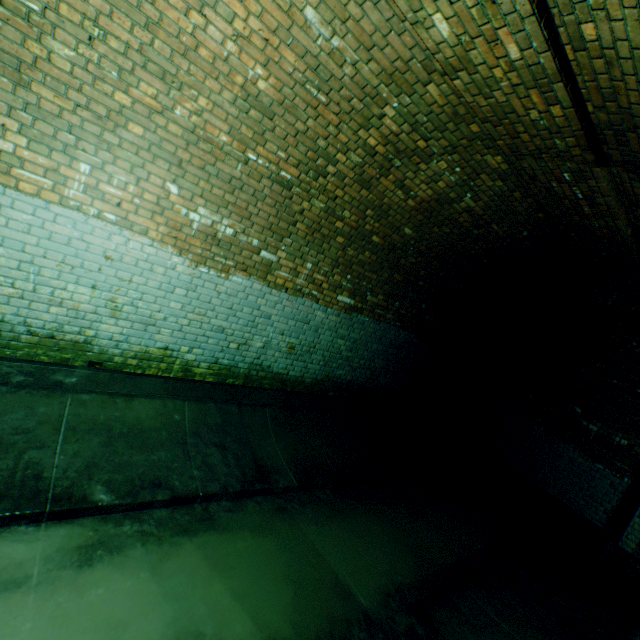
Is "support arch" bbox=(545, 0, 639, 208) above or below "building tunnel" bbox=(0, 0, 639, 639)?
above

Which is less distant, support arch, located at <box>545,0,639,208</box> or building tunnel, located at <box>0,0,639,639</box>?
support arch, located at <box>545,0,639,208</box>

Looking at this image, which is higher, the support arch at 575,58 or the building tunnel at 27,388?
the support arch at 575,58

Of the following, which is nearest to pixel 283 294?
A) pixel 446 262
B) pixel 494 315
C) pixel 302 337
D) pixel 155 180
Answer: pixel 302 337

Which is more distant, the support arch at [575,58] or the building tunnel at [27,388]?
the building tunnel at [27,388]
